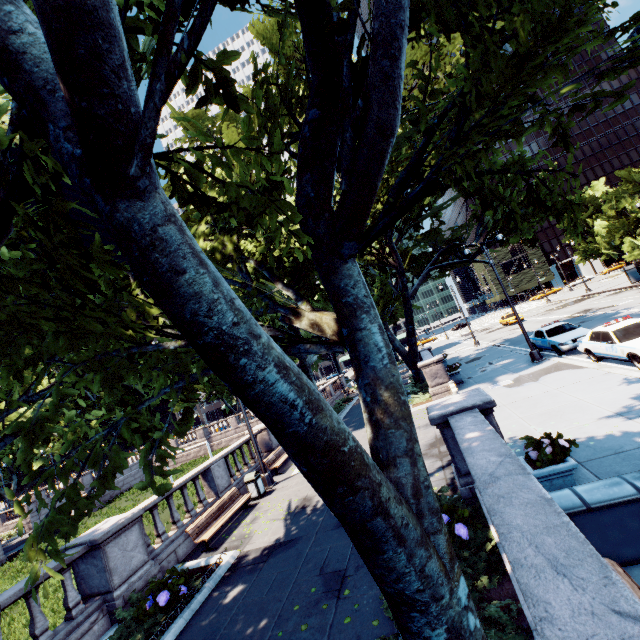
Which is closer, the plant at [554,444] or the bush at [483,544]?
the bush at [483,544]

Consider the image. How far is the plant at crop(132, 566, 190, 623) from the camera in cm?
732

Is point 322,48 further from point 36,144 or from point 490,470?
point 490,470

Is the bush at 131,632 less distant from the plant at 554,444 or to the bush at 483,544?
the bush at 483,544

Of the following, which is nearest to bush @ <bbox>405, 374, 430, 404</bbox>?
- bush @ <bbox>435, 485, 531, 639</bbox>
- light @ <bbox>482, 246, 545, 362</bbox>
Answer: light @ <bbox>482, 246, 545, 362</bbox>

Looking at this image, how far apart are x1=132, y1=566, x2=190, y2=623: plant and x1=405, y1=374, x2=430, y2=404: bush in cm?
1481

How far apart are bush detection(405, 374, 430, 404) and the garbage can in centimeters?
1040cm

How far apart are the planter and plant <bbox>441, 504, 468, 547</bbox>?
1.5 meters
